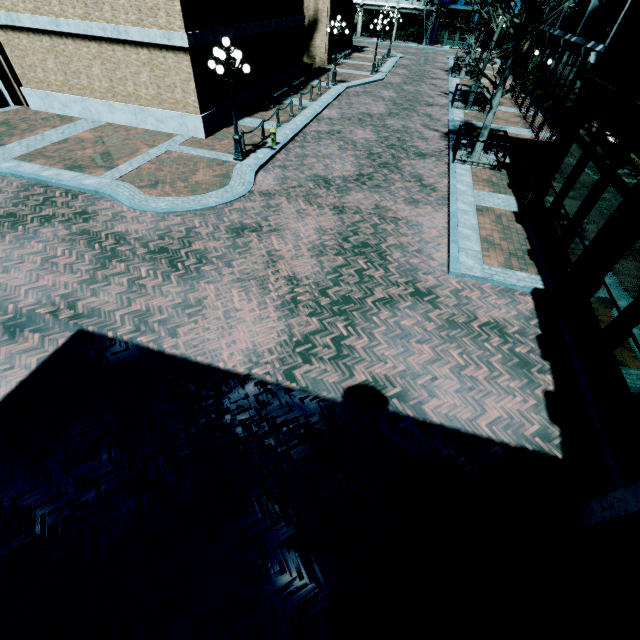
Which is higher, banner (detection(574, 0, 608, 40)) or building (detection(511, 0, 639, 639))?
banner (detection(574, 0, 608, 40))

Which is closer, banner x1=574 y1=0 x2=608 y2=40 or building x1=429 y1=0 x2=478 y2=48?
banner x1=574 y1=0 x2=608 y2=40

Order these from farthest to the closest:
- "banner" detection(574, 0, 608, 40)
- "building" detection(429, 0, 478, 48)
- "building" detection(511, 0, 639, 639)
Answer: "building" detection(429, 0, 478, 48) → "banner" detection(574, 0, 608, 40) → "building" detection(511, 0, 639, 639)

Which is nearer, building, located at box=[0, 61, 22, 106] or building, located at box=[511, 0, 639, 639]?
building, located at box=[511, 0, 639, 639]

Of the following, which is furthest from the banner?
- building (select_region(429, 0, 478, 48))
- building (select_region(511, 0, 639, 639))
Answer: building (select_region(429, 0, 478, 48))

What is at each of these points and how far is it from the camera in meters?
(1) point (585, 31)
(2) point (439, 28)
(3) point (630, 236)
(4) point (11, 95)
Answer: (1) banner, 17.7
(2) building, 43.6
(3) building, 6.0
(4) building, 15.5

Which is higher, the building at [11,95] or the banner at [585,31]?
the banner at [585,31]
